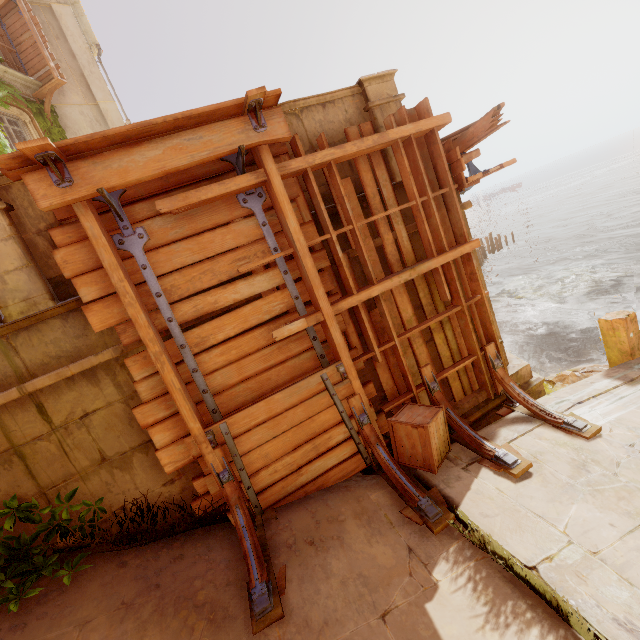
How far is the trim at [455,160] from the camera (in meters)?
4.78

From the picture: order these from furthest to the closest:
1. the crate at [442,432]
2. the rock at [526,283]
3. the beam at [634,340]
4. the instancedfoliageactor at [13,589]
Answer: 1. the rock at [526,283]
2. the beam at [634,340]
3. the crate at [442,432]
4. the instancedfoliageactor at [13,589]

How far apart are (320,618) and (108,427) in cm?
304

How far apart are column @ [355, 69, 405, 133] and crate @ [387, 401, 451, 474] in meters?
3.3

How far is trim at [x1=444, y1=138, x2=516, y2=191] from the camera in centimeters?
478cm

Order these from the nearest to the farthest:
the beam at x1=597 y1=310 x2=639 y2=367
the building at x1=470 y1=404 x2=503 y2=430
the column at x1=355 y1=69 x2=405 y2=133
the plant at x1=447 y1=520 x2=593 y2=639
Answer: the plant at x1=447 y1=520 x2=593 y2=639, the column at x1=355 y1=69 x2=405 y2=133, the building at x1=470 y1=404 x2=503 y2=430, the beam at x1=597 y1=310 x2=639 y2=367

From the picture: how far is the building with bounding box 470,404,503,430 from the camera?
5.2m

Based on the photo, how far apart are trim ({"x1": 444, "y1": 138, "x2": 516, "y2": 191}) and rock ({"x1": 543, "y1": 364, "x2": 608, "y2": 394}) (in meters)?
4.03
